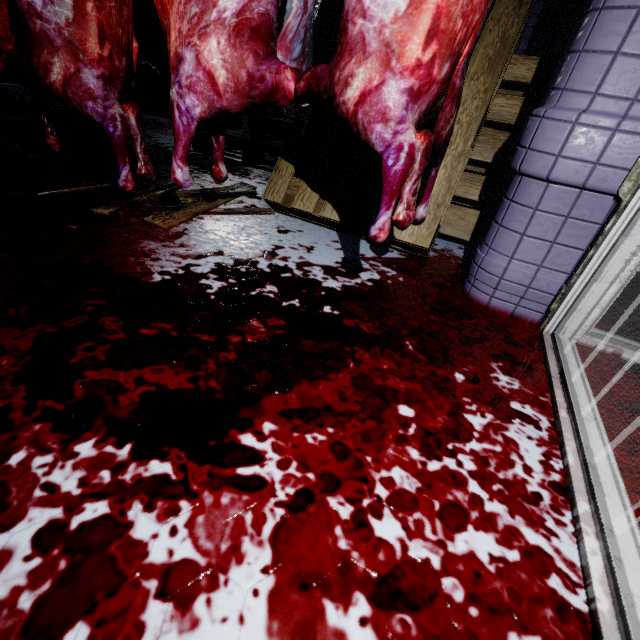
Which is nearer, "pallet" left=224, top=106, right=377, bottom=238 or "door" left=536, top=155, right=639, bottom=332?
"door" left=536, top=155, right=639, bottom=332

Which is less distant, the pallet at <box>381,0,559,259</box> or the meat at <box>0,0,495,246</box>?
the meat at <box>0,0,495,246</box>

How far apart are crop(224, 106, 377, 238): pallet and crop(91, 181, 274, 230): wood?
0.1m

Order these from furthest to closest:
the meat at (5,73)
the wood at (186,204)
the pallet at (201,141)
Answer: the pallet at (201,141) < the wood at (186,204) < the meat at (5,73)

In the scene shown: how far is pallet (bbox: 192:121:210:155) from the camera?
3.24m

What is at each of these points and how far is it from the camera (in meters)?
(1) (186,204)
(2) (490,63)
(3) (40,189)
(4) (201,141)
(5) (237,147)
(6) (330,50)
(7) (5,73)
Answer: (1) wood, 1.77
(2) pallet, 1.58
(3) wood, 1.70
(4) pallet, 3.29
(5) pallet, 3.70
(6) pallet, 1.86
(7) meat, 1.26

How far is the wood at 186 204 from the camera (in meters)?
1.56

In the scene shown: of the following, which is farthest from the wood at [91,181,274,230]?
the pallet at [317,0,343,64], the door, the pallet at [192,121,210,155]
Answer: the door
